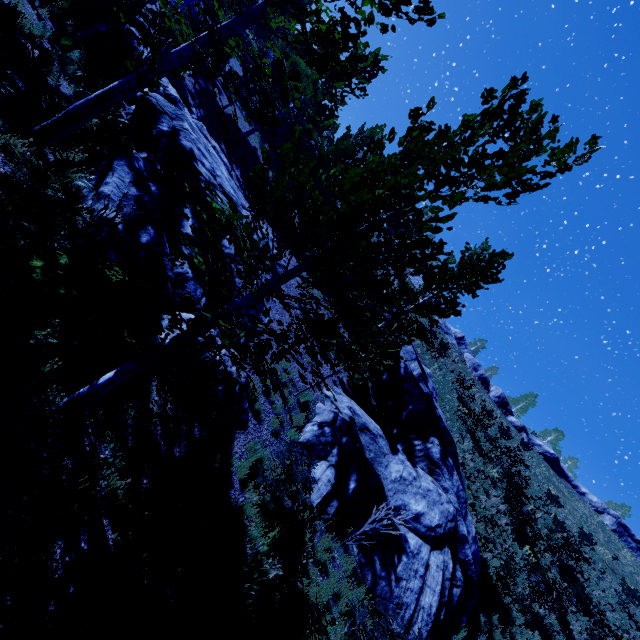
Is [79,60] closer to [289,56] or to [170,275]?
[170,275]

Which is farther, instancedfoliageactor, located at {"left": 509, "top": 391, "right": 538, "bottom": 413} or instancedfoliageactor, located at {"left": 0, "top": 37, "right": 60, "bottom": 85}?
instancedfoliageactor, located at {"left": 509, "top": 391, "right": 538, "bottom": 413}

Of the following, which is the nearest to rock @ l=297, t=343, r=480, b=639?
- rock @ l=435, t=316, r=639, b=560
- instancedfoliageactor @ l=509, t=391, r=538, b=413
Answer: rock @ l=435, t=316, r=639, b=560

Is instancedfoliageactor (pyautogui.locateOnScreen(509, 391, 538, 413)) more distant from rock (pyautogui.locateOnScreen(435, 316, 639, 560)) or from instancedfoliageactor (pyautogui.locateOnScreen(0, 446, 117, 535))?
instancedfoliageactor (pyautogui.locateOnScreen(0, 446, 117, 535))

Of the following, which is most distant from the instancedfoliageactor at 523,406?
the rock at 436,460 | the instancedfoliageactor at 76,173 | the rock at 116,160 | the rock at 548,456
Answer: the rock at 116,160

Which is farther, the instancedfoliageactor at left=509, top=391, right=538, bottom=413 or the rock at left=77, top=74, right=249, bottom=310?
the instancedfoliageactor at left=509, top=391, right=538, bottom=413

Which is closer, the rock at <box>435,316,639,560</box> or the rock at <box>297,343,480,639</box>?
the rock at <box>297,343,480,639</box>

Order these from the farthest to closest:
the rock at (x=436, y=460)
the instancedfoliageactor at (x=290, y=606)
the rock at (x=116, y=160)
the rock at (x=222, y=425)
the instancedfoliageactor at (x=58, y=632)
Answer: the rock at (x=436, y=460), the rock at (x=222, y=425), the rock at (x=116, y=160), the instancedfoliageactor at (x=290, y=606), the instancedfoliageactor at (x=58, y=632)
